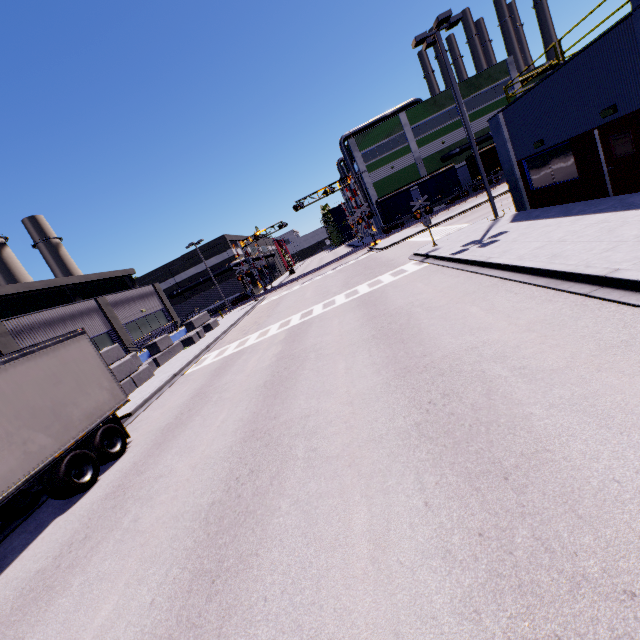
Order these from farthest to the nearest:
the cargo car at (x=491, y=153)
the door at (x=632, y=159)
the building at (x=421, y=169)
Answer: the building at (x=421, y=169) → the cargo car at (x=491, y=153) → the door at (x=632, y=159)

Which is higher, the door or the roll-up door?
the roll-up door

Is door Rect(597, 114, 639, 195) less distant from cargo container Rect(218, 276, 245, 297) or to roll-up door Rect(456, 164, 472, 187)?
roll-up door Rect(456, 164, 472, 187)

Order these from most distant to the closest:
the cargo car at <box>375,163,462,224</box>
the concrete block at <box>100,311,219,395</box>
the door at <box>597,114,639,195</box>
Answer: Result:
the cargo car at <box>375,163,462,224</box>
the concrete block at <box>100,311,219,395</box>
the door at <box>597,114,639,195</box>

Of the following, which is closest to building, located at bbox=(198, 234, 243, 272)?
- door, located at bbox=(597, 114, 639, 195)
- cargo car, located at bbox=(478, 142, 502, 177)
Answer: door, located at bbox=(597, 114, 639, 195)

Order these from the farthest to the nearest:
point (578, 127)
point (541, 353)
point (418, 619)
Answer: point (578, 127)
point (541, 353)
point (418, 619)

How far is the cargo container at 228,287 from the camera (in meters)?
48.34

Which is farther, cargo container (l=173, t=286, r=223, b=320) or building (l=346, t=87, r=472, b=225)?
cargo container (l=173, t=286, r=223, b=320)
